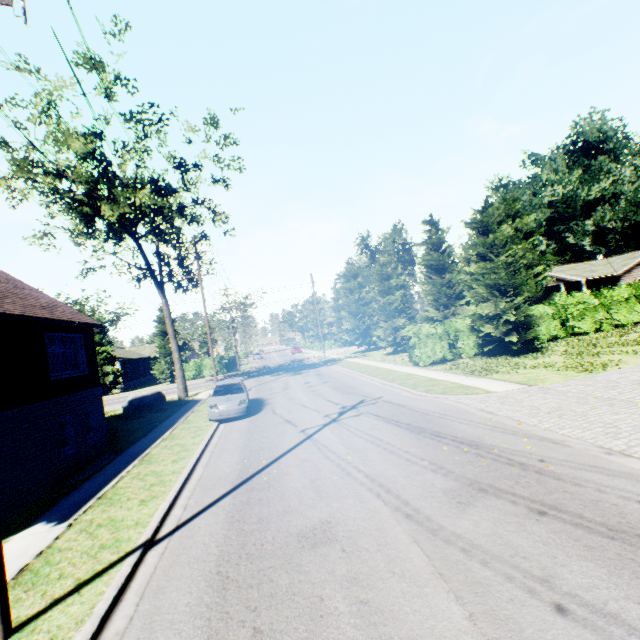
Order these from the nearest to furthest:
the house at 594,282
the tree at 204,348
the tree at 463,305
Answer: →
the tree at 463,305
the house at 594,282
the tree at 204,348

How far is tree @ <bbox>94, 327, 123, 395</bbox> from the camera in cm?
4138

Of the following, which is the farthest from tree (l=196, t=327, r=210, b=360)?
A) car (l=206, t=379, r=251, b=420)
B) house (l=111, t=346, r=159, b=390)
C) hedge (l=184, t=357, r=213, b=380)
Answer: car (l=206, t=379, r=251, b=420)

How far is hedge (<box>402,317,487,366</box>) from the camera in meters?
20.9

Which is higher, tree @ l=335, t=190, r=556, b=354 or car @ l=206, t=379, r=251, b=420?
tree @ l=335, t=190, r=556, b=354

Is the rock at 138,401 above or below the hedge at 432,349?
below

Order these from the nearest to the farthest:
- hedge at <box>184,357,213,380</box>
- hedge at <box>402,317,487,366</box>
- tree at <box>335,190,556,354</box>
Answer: tree at <box>335,190,556,354</box>
hedge at <box>402,317,487,366</box>
hedge at <box>184,357,213,380</box>

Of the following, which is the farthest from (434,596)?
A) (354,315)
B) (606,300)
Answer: (354,315)
